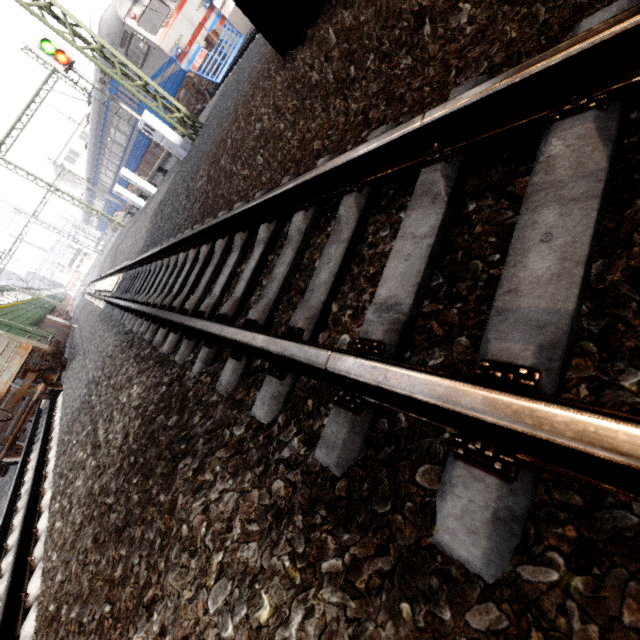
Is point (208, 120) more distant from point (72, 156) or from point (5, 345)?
Answer: point (72, 156)

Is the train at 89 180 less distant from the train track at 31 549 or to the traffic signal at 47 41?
the traffic signal at 47 41

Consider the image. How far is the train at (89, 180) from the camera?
17.5 meters

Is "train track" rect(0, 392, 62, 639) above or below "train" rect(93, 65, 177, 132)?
below

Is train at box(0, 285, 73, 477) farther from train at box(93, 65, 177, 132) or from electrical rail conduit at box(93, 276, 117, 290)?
train at box(93, 65, 177, 132)

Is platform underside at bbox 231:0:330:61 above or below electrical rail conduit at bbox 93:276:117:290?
above

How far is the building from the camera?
47.4m

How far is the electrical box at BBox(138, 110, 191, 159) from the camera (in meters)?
9.45
